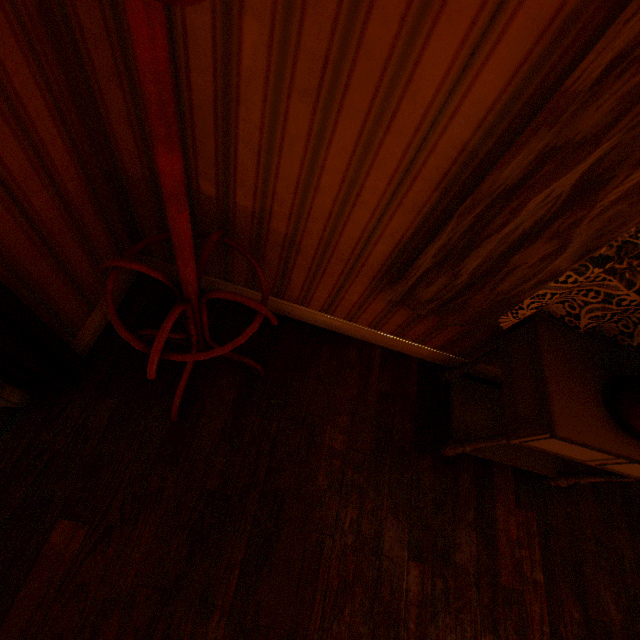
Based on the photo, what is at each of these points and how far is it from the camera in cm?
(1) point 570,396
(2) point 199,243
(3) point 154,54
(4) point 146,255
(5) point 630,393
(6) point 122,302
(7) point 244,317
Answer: (1) cabinet, 130
(2) building, 169
(3) coat rack, 55
(4) building, 188
(5) flower pot, 126
(6) building, 189
(7) building, 204

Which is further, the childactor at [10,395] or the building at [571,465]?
the building at [571,465]

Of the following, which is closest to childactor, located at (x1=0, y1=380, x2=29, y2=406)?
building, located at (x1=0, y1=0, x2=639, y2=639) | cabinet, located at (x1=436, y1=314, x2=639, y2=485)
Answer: building, located at (x1=0, y1=0, x2=639, y2=639)

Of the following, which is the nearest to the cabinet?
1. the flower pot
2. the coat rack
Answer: the flower pot

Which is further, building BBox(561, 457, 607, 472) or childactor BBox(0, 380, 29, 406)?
building BBox(561, 457, 607, 472)

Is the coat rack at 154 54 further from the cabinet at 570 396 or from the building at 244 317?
the cabinet at 570 396

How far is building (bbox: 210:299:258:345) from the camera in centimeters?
195cm

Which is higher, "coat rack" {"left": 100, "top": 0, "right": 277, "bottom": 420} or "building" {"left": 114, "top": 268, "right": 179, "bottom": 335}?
"coat rack" {"left": 100, "top": 0, "right": 277, "bottom": 420}
